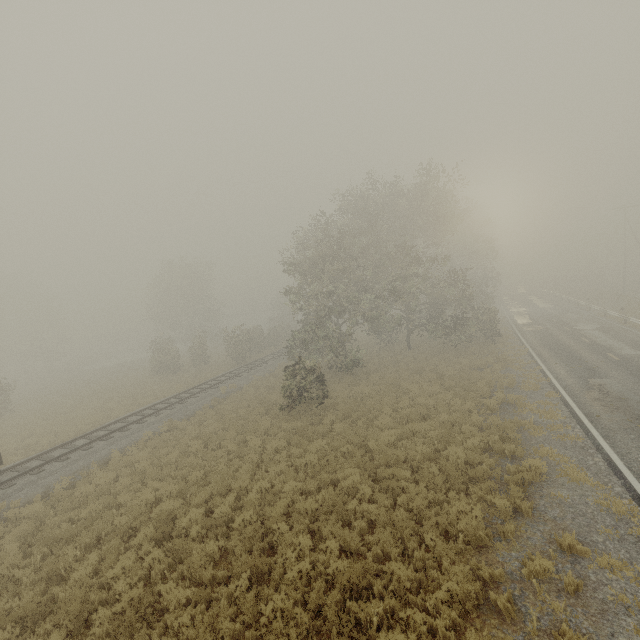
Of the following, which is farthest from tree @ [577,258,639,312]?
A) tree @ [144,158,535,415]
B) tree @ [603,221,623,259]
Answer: tree @ [144,158,535,415]

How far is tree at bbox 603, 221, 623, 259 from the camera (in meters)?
49.28

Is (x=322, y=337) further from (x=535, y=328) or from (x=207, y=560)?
(x=535, y=328)

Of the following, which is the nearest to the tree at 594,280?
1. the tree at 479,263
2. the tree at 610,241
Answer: the tree at 610,241

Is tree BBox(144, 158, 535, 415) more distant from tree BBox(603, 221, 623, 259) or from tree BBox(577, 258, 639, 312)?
tree BBox(577, 258, 639, 312)

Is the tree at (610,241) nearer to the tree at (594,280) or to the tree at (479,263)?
the tree at (594,280)

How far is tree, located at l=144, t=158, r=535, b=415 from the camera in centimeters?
2191cm
